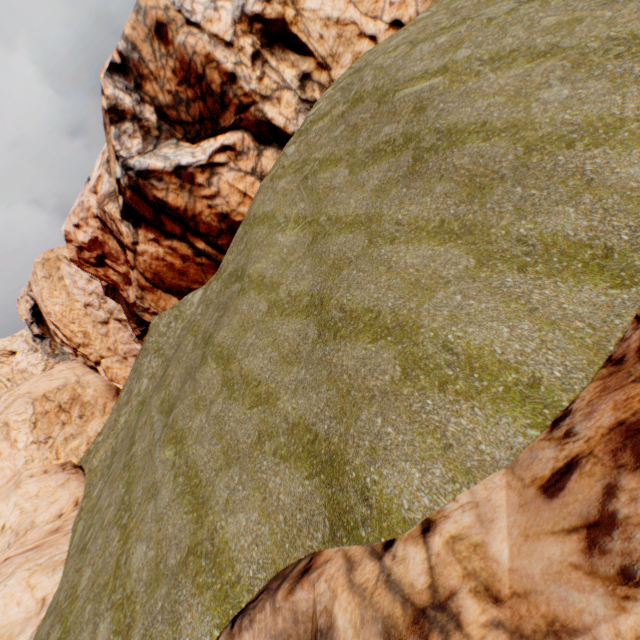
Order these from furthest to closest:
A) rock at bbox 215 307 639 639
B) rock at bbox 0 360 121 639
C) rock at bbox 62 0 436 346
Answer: rock at bbox 62 0 436 346, rock at bbox 0 360 121 639, rock at bbox 215 307 639 639

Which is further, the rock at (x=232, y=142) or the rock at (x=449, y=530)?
the rock at (x=232, y=142)

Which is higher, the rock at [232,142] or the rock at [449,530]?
the rock at [232,142]

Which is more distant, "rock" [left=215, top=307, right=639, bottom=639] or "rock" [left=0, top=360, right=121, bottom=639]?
"rock" [left=0, top=360, right=121, bottom=639]

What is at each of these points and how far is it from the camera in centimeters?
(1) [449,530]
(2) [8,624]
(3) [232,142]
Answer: (1) rock, 424cm
(2) rock, 1318cm
(3) rock, 1891cm

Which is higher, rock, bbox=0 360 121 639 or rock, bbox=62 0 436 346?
rock, bbox=62 0 436 346
